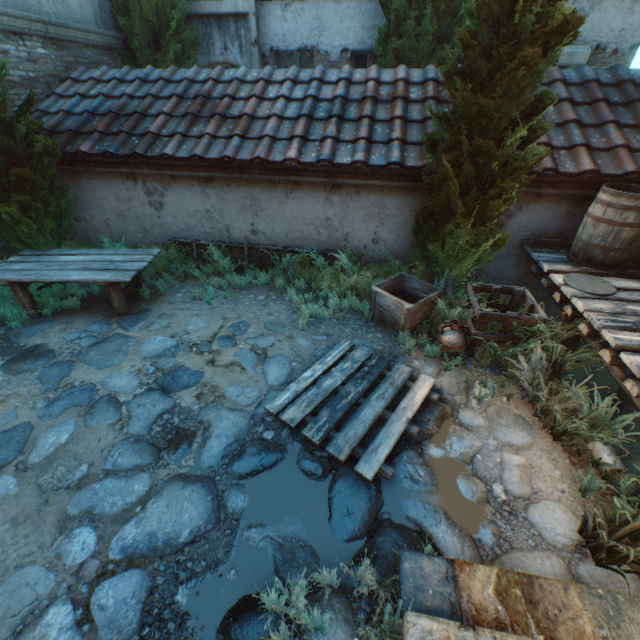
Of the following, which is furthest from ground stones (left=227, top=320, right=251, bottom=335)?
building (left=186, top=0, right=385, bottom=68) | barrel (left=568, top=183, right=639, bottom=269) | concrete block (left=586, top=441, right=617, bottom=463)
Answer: building (left=186, top=0, right=385, bottom=68)

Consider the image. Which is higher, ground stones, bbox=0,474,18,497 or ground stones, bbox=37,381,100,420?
ground stones, bbox=37,381,100,420

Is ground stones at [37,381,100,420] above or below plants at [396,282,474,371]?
below

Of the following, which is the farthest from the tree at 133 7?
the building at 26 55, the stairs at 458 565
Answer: the stairs at 458 565

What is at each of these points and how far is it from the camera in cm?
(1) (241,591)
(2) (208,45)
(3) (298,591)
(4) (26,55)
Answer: (1) ground stones, 227
(2) building, 848
(3) plants, 217
(4) building, 582

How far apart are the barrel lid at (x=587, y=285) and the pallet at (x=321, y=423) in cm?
206

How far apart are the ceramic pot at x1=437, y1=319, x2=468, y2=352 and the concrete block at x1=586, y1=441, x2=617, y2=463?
1.60m

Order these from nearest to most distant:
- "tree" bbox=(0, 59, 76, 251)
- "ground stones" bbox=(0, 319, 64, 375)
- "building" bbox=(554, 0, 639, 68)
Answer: "ground stones" bbox=(0, 319, 64, 375), "tree" bbox=(0, 59, 76, 251), "building" bbox=(554, 0, 639, 68)
